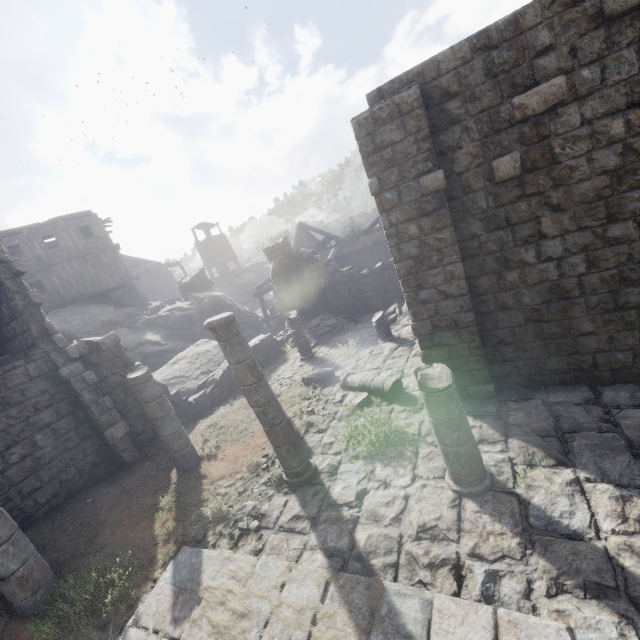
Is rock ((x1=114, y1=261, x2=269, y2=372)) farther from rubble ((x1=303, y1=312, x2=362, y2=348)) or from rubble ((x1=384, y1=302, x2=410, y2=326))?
rubble ((x1=384, y1=302, x2=410, y2=326))

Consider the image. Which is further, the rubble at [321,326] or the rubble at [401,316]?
the rubble at [321,326]

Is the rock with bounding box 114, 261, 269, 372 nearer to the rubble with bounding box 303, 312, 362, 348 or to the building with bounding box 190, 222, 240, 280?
the building with bounding box 190, 222, 240, 280

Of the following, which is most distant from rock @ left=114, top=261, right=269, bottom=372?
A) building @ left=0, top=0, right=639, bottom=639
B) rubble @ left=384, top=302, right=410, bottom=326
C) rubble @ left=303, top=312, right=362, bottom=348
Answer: rubble @ left=384, top=302, right=410, bottom=326

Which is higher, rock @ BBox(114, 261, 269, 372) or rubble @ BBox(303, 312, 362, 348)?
rock @ BBox(114, 261, 269, 372)

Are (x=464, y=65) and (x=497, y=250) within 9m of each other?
yes

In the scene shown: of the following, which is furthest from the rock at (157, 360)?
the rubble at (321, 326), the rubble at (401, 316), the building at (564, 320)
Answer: the rubble at (401, 316)
